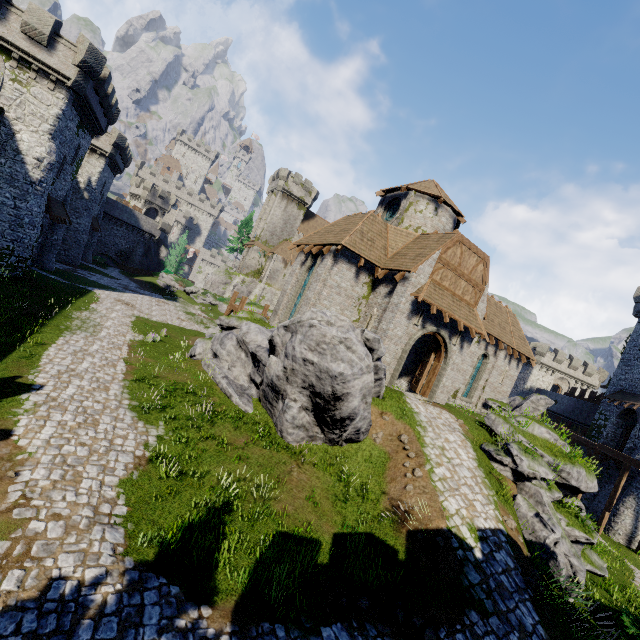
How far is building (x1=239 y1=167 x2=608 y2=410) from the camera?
17.1m

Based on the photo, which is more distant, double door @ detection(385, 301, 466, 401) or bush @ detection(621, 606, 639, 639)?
double door @ detection(385, 301, 466, 401)

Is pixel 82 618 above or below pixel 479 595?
below

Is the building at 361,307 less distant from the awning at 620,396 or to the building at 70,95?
the awning at 620,396

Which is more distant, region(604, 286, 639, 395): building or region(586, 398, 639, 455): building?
region(604, 286, 639, 395): building

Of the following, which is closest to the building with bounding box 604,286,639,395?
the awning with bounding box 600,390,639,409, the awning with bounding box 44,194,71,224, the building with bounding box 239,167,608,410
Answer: the awning with bounding box 600,390,639,409

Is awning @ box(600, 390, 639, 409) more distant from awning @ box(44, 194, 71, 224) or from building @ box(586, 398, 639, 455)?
awning @ box(44, 194, 71, 224)

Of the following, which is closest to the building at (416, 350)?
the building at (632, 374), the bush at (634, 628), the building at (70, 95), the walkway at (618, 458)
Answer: the walkway at (618, 458)
